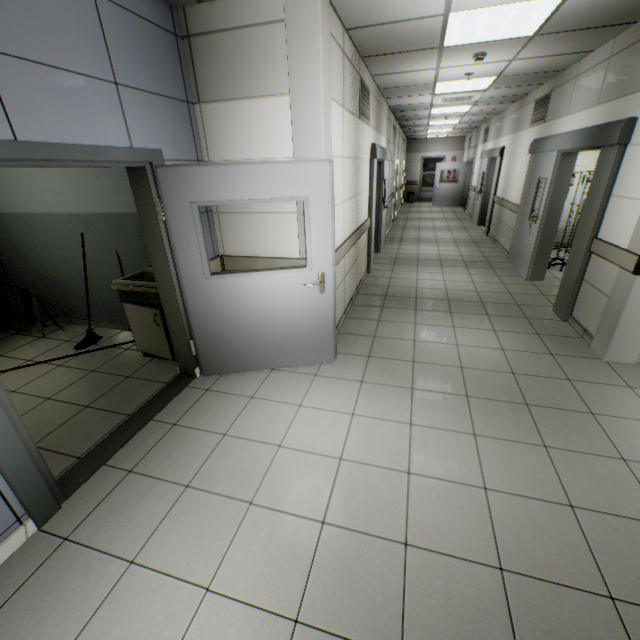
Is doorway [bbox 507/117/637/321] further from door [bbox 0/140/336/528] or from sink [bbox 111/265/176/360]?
sink [bbox 111/265/176/360]

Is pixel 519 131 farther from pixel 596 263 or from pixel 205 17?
pixel 205 17

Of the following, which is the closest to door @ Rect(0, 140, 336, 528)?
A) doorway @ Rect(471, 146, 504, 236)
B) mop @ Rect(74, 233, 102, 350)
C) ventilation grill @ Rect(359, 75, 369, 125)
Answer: mop @ Rect(74, 233, 102, 350)

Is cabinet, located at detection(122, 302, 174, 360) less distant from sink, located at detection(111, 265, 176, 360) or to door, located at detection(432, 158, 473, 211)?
sink, located at detection(111, 265, 176, 360)

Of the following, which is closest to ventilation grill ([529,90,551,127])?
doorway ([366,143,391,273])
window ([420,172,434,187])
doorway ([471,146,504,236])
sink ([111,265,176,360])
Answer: doorway ([471,146,504,236])

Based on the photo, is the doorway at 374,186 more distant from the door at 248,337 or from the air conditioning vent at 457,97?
the door at 248,337

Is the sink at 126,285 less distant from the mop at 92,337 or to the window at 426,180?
the mop at 92,337

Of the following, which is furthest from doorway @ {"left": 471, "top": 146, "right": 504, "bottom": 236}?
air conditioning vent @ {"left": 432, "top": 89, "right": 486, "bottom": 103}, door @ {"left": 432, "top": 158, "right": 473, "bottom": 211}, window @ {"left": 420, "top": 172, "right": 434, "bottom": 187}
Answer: window @ {"left": 420, "top": 172, "right": 434, "bottom": 187}
